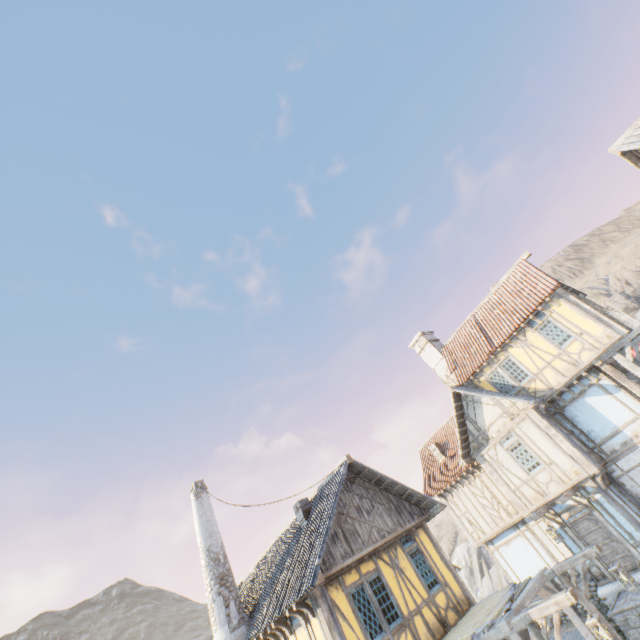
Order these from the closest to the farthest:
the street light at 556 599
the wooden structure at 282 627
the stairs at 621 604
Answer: the street light at 556 599
the wooden structure at 282 627
the stairs at 621 604

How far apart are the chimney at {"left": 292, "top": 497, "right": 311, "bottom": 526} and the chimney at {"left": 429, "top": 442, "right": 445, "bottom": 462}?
10.42m

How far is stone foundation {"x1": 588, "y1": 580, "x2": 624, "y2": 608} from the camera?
12.1 meters

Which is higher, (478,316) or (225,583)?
(478,316)

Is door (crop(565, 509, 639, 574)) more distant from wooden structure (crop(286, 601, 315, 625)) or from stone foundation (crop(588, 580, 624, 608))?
wooden structure (crop(286, 601, 315, 625))

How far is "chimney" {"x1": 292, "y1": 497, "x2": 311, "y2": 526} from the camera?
12.74m

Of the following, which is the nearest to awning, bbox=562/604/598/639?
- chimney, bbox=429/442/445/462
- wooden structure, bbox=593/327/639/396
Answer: wooden structure, bbox=593/327/639/396

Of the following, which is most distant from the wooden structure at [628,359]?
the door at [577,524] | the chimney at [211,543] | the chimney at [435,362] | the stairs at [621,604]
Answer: the chimney at [211,543]
